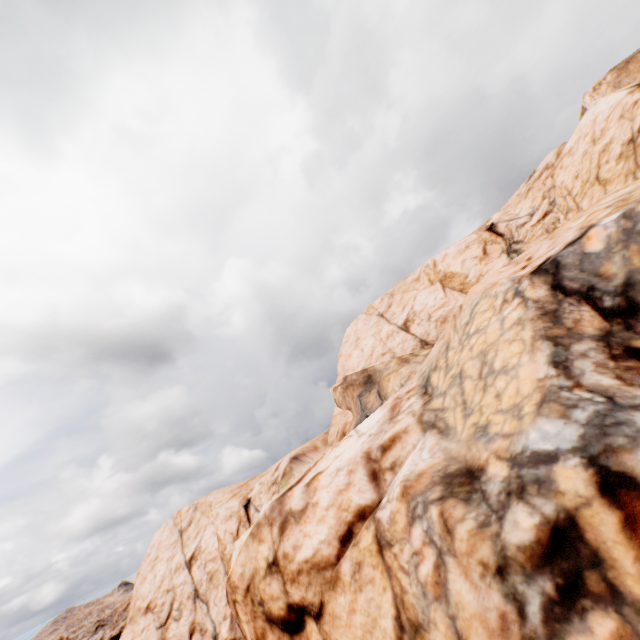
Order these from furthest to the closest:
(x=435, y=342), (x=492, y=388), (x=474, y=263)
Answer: (x=435, y=342)
(x=474, y=263)
(x=492, y=388)
